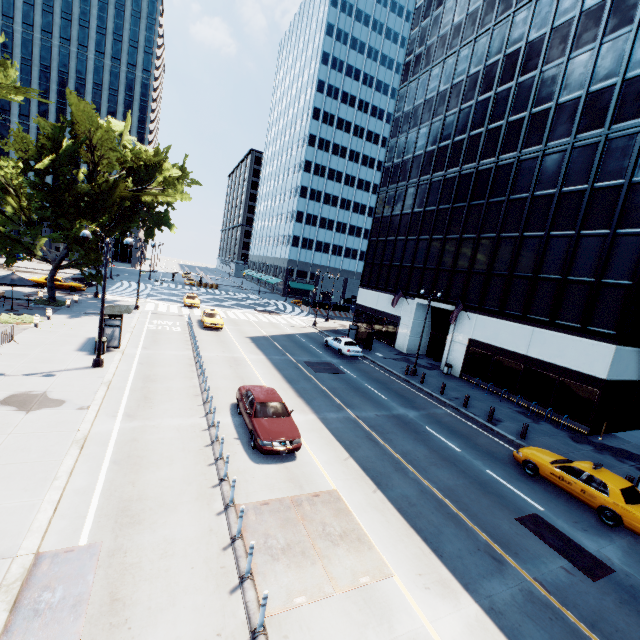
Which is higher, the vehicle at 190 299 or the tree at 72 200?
the tree at 72 200

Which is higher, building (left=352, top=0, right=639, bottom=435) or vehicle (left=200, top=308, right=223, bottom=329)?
building (left=352, top=0, right=639, bottom=435)

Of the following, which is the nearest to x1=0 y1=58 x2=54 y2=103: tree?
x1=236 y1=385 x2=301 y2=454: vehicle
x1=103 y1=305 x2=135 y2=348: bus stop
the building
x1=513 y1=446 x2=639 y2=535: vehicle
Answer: x1=103 y1=305 x2=135 y2=348: bus stop

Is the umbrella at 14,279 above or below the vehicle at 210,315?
above

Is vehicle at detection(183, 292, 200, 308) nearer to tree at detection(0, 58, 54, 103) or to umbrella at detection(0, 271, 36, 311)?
tree at detection(0, 58, 54, 103)

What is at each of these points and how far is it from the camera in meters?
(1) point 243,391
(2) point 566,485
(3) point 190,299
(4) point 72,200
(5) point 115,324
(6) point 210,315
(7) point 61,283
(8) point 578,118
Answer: (1) vehicle, 15.4 m
(2) vehicle, 13.2 m
(3) vehicle, 41.2 m
(4) tree, 27.8 m
(5) bus stop, 20.2 m
(6) vehicle, 32.3 m
(7) vehicle, 36.7 m
(8) building, 22.6 m

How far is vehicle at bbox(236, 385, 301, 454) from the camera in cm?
1220

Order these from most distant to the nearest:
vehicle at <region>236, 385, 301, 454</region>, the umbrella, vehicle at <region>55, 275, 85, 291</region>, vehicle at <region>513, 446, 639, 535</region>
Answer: vehicle at <region>55, 275, 85, 291</region>
the umbrella
vehicle at <region>236, 385, 301, 454</region>
vehicle at <region>513, 446, 639, 535</region>
